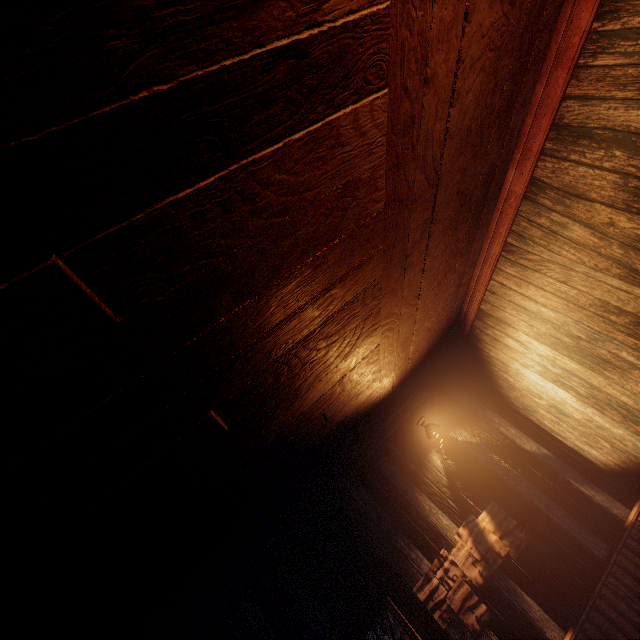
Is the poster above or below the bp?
below

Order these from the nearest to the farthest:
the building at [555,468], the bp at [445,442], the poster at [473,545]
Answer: the building at [555,468], the poster at [473,545], the bp at [445,442]

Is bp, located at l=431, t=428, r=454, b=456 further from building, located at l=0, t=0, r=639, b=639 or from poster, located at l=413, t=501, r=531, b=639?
poster, located at l=413, t=501, r=531, b=639

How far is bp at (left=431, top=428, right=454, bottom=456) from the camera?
4.93m

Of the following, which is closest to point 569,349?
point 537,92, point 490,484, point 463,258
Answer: point 463,258

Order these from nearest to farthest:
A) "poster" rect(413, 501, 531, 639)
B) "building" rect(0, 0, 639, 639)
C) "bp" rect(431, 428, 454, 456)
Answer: "building" rect(0, 0, 639, 639) → "poster" rect(413, 501, 531, 639) → "bp" rect(431, 428, 454, 456)

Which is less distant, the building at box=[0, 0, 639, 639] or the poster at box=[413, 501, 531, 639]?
the building at box=[0, 0, 639, 639]

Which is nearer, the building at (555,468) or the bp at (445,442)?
the building at (555,468)
